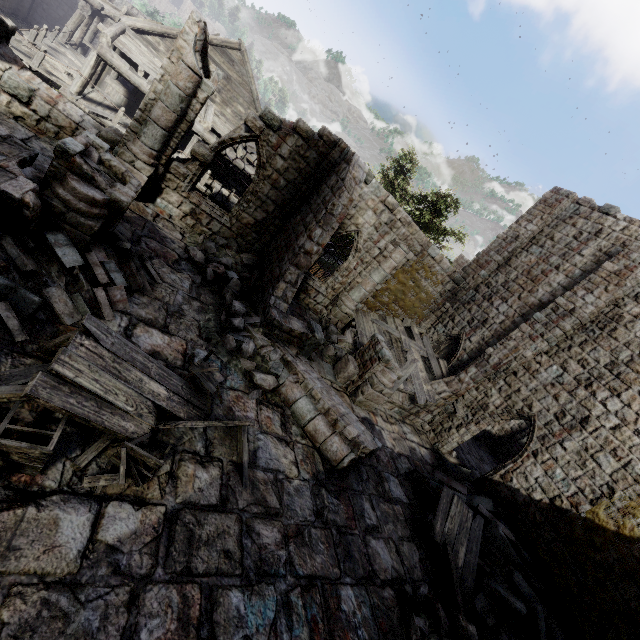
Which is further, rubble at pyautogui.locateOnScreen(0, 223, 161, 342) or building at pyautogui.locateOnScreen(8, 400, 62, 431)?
rubble at pyautogui.locateOnScreen(0, 223, 161, 342)

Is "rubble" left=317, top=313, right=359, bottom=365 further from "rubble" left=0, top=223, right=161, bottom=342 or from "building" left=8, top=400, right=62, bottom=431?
"rubble" left=0, top=223, right=161, bottom=342

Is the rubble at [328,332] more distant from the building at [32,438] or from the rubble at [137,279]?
the rubble at [137,279]

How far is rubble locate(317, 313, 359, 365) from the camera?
12.8 meters

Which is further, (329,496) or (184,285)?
(184,285)

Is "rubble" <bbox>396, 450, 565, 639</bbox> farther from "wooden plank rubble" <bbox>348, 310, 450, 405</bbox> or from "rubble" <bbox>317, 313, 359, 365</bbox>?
"rubble" <bbox>317, 313, 359, 365</bbox>

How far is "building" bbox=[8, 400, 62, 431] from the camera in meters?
4.3

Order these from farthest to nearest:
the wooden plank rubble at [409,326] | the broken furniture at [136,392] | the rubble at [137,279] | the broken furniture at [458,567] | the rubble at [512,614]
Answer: the wooden plank rubble at [409,326], the broken furniture at [458,567], the rubble at [512,614], the rubble at [137,279], the broken furniture at [136,392]
